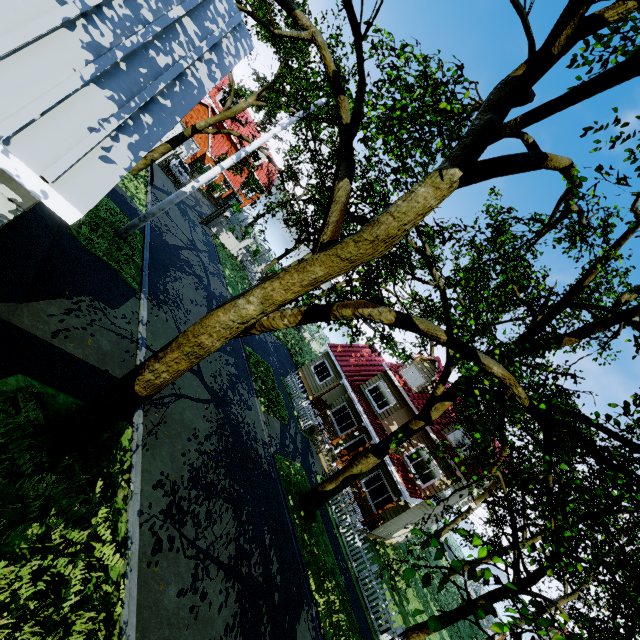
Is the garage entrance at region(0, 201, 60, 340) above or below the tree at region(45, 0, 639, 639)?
below

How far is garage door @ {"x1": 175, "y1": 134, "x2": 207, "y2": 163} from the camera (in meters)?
30.55

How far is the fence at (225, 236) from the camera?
28.77m

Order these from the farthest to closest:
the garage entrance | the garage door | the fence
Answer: the garage door
the fence
the garage entrance

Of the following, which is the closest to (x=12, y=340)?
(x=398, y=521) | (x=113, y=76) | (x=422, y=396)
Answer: (x=113, y=76)

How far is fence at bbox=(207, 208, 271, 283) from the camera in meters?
28.8

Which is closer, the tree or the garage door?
the tree

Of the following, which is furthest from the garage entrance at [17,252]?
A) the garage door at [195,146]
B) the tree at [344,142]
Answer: the garage door at [195,146]
